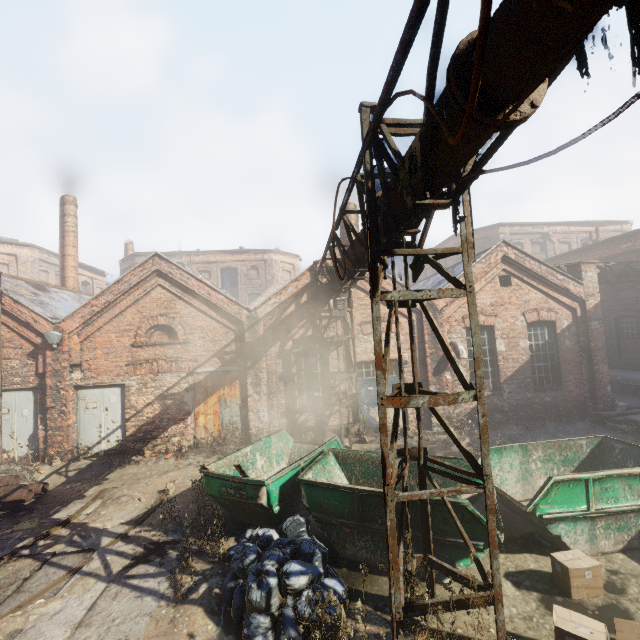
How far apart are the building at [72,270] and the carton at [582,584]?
22.4 meters

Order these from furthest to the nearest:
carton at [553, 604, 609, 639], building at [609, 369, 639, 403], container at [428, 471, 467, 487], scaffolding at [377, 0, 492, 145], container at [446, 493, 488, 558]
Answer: building at [609, 369, 639, 403], container at [428, 471, 467, 487], container at [446, 493, 488, 558], carton at [553, 604, 609, 639], scaffolding at [377, 0, 492, 145]

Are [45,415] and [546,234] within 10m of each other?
no

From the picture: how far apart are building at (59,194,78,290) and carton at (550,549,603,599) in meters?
22.4 m

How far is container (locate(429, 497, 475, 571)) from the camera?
5.1m

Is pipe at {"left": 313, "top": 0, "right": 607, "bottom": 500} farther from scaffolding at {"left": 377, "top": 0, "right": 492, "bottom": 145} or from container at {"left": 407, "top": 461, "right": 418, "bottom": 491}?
container at {"left": 407, "top": 461, "right": 418, "bottom": 491}

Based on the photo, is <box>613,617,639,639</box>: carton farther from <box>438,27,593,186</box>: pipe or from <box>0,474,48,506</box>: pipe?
<box>0,474,48,506</box>: pipe

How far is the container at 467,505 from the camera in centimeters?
496cm
